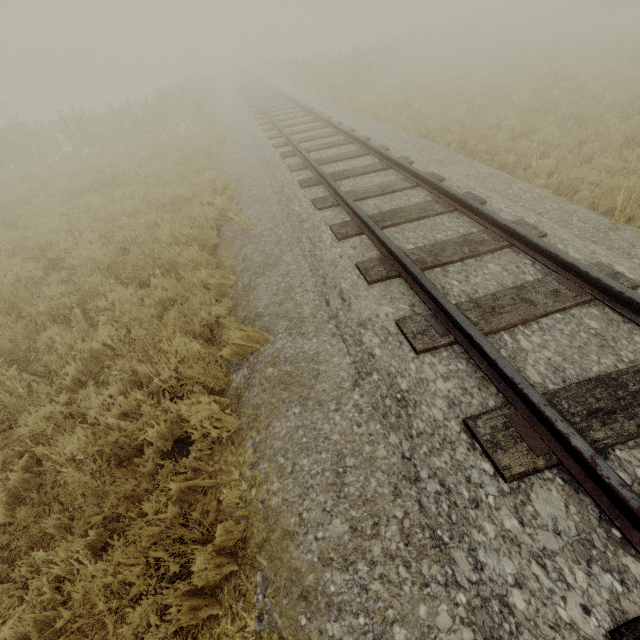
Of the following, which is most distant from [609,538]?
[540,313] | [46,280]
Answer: [46,280]
